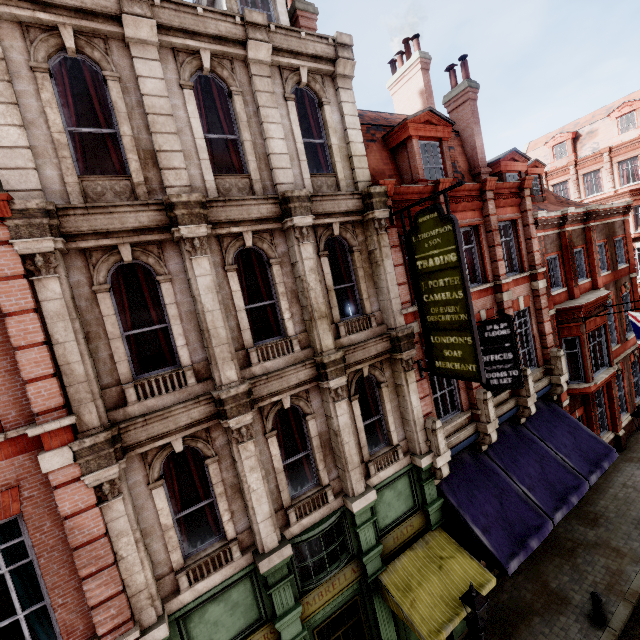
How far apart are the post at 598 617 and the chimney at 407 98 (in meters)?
18.99

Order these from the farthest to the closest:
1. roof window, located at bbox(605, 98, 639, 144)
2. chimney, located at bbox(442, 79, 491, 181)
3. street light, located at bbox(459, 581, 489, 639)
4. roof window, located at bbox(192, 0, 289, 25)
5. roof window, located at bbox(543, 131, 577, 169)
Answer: roof window, located at bbox(543, 131, 577, 169)
roof window, located at bbox(605, 98, 639, 144)
chimney, located at bbox(442, 79, 491, 181)
roof window, located at bbox(192, 0, 289, 25)
street light, located at bbox(459, 581, 489, 639)

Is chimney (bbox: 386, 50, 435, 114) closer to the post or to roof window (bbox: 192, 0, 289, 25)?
roof window (bbox: 192, 0, 289, 25)

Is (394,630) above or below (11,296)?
below

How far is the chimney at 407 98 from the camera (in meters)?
15.11

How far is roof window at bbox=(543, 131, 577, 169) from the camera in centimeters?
3089cm

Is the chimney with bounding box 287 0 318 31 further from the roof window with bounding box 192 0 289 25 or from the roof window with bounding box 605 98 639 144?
the roof window with bounding box 605 98 639 144

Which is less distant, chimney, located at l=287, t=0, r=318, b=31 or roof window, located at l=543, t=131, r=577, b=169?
chimney, located at l=287, t=0, r=318, b=31
